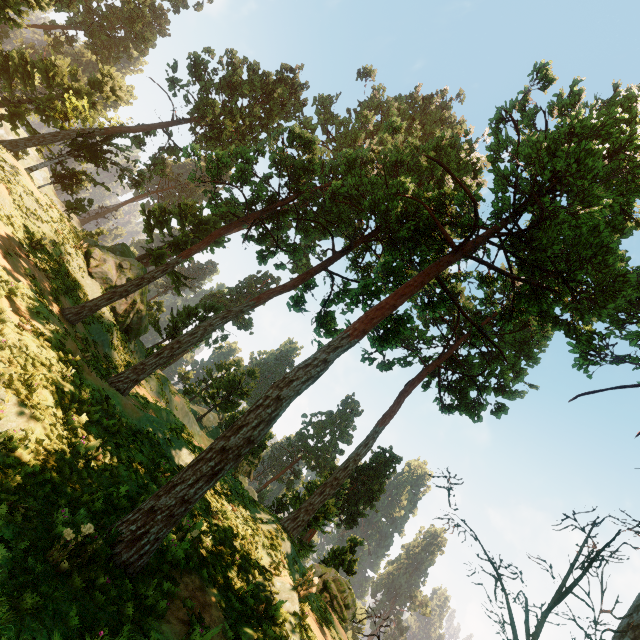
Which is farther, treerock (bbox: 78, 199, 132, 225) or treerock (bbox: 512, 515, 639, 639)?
treerock (bbox: 78, 199, 132, 225)

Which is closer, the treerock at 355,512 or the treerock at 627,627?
the treerock at 627,627

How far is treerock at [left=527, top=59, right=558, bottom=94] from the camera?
12.71m

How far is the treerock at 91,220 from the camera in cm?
5584

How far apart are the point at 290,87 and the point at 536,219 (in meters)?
37.03
